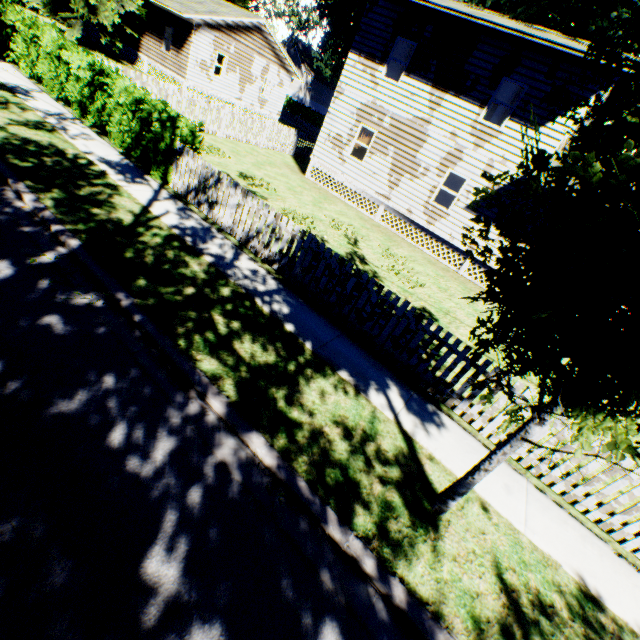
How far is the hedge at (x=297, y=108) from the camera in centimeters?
5663cm

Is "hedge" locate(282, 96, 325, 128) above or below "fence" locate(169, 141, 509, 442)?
above

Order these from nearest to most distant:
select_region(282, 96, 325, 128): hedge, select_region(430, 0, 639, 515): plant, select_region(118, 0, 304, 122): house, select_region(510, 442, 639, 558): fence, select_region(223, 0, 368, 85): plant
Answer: select_region(430, 0, 639, 515): plant → select_region(510, 442, 639, 558): fence → select_region(118, 0, 304, 122): house → select_region(223, 0, 368, 85): plant → select_region(282, 96, 325, 128): hedge

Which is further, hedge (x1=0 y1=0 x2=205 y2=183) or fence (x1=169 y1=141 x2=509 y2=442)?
hedge (x1=0 y1=0 x2=205 y2=183)

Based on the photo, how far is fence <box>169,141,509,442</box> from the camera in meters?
5.8 m

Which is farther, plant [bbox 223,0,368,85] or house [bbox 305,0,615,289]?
plant [bbox 223,0,368,85]

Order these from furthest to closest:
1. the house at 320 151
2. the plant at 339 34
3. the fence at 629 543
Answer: the plant at 339 34, the house at 320 151, the fence at 629 543

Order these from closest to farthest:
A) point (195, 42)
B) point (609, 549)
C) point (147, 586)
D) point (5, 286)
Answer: point (147, 586) < point (5, 286) < point (609, 549) < point (195, 42)
